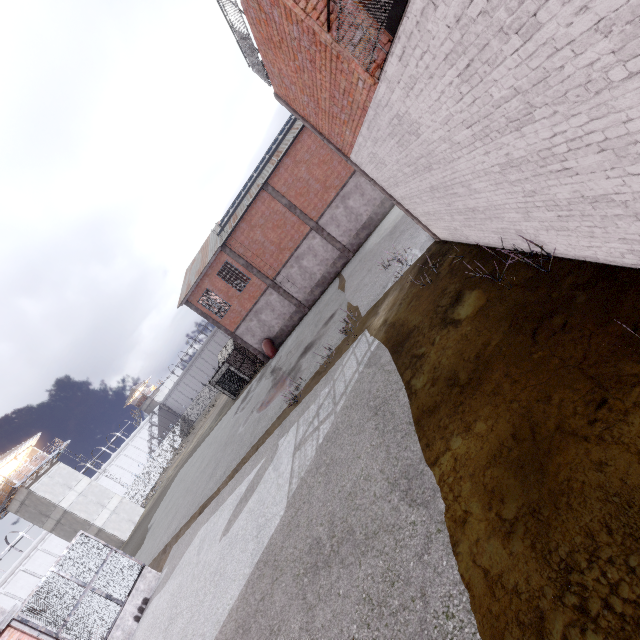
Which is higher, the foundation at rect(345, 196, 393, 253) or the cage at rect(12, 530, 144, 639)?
the cage at rect(12, 530, 144, 639)

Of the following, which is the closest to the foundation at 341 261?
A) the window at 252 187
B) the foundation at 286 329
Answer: the foundation at 286 329

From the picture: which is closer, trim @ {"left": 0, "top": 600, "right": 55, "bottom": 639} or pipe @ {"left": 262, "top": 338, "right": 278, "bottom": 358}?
trim @ {"left": 0, "top": 600, "right": 55, "bottom": 639}

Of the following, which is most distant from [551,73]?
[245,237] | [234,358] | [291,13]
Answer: [234,358]

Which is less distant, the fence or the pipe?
the pipe

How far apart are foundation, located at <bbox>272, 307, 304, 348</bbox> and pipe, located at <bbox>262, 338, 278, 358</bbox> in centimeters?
5cm

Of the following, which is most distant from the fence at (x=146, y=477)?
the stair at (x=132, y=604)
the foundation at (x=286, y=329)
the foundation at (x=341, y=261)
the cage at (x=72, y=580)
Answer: the foundation at (x=286, y=329)

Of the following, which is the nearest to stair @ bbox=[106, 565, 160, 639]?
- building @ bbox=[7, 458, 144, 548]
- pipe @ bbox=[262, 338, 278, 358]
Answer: pipe @ bbox=[262, 338, 278, 358]
